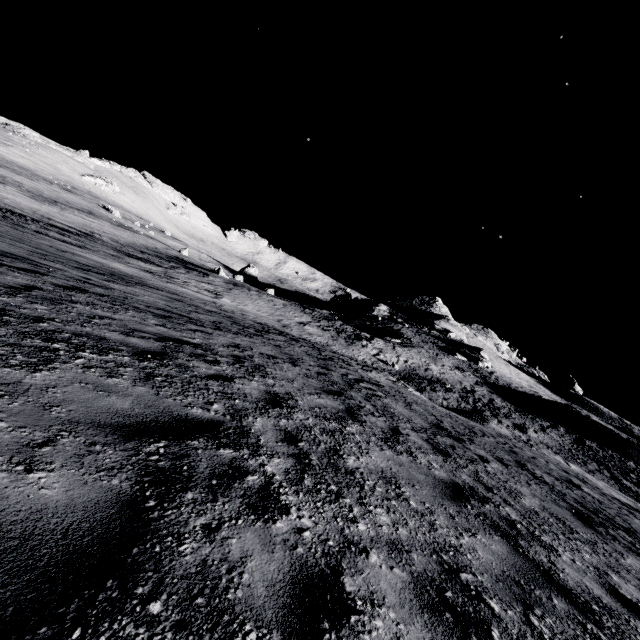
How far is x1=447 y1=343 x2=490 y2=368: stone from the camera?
48.3 meters

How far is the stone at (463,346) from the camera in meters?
48.3 m

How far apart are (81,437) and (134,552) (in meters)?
1.14
